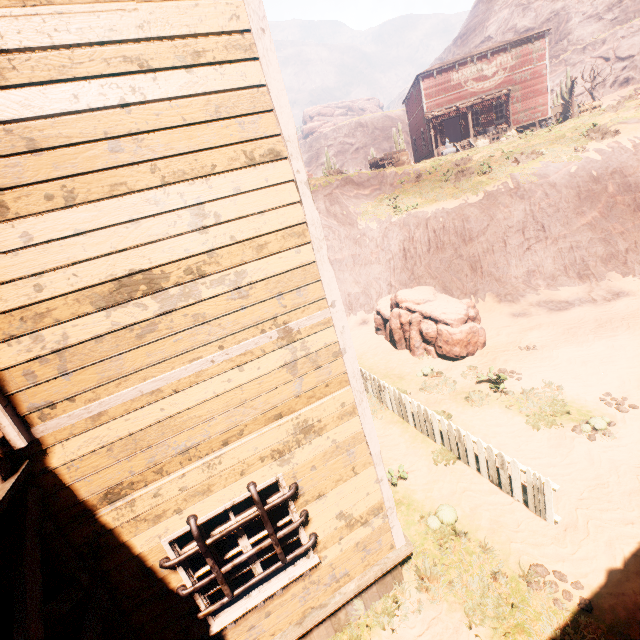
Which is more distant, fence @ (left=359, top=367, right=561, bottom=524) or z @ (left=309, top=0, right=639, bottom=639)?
fence @ (left=359, top=367, right=561, bottom=524)

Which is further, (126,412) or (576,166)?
(576,166)

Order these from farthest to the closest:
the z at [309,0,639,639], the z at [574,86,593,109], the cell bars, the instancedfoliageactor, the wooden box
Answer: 1. the z at [574,86,593,109]
2. the wooden box
3. the instancedfoliageactor
4. the z at [309,0,639,639]
5. the cell bars

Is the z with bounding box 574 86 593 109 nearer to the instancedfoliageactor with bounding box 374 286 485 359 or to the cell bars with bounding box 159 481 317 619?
the instancedfoliageactor with bounding box 374 286 485 359

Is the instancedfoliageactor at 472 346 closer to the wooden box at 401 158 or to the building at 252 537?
the building at 252 537

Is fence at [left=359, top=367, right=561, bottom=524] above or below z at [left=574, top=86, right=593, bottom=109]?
below

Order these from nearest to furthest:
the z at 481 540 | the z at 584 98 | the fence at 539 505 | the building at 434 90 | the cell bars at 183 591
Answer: the cell bars at 183 591 → the z at 481 540 → the fence at 539 505 → the building at 434 90 → the z at 584 98

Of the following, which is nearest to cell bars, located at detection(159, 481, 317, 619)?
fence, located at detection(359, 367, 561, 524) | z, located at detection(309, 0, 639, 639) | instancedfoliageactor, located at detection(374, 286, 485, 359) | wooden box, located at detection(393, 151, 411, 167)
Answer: Result: z, located at detection(309, 0, 639, 639)
